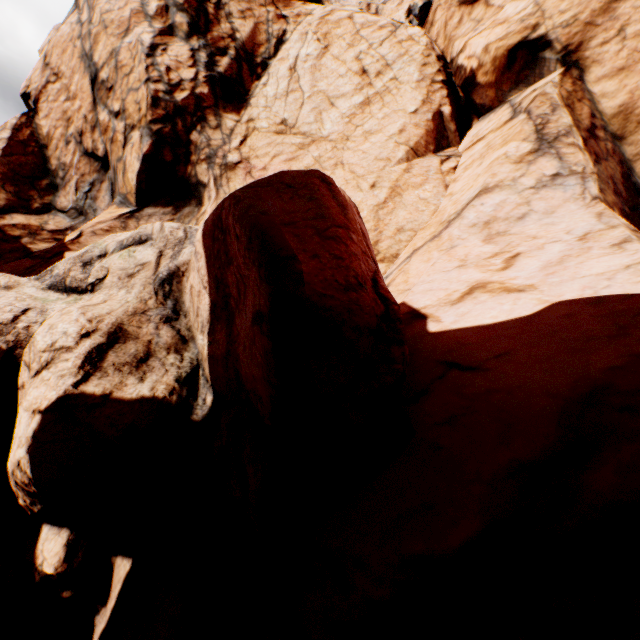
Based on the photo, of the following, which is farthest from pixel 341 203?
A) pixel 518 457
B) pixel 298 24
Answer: pixel 298 24
